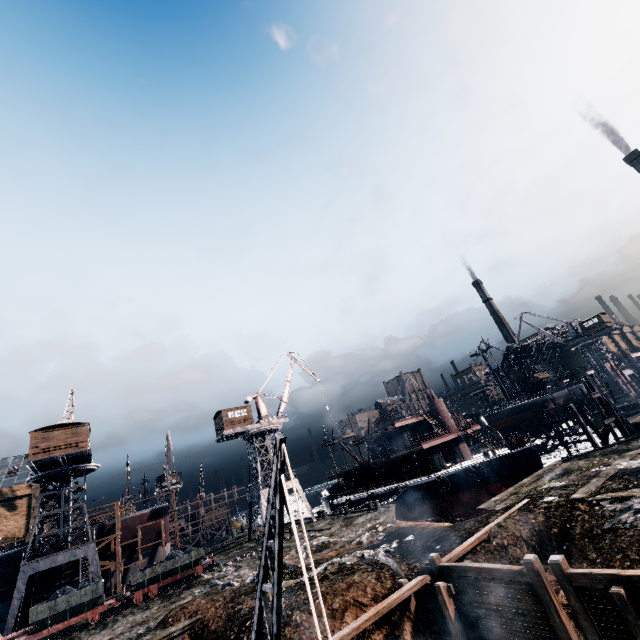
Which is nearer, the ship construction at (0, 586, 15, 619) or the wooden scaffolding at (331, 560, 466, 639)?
the wooden scaffolding at (331, 560, 466, 639)

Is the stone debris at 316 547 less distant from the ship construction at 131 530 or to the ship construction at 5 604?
the ship construction at 131 530

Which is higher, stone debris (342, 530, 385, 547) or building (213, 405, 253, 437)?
building (213, 405, 253, 437)

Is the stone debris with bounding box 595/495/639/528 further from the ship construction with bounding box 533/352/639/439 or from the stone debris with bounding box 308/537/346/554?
the stone debris with bounding box 308/537/346/554

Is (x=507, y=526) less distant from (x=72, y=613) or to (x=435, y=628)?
(x=435, y=628)

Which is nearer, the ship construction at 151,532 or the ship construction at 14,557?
the ship construction at 14,557

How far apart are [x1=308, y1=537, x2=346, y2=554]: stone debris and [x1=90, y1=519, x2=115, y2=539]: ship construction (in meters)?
32.95

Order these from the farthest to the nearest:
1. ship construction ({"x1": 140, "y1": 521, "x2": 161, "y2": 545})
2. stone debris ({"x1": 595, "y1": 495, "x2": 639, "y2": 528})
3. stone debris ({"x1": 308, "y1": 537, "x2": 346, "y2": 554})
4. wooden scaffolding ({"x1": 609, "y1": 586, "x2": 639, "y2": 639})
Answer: ship construction ({"x1": 140, "y1": 521, "x2": 161, "y2": 545}) < stone debris ({"x1": 308, "y1": 537, "x2": 346, "y2": 554}) < stone debris ({"x1": 595, "y1": 495, "x2": 639, "y2": 528}) < wooden scaffolding ({"x1": 609, "y1": 586, "x2": 639, "y2": 639})
